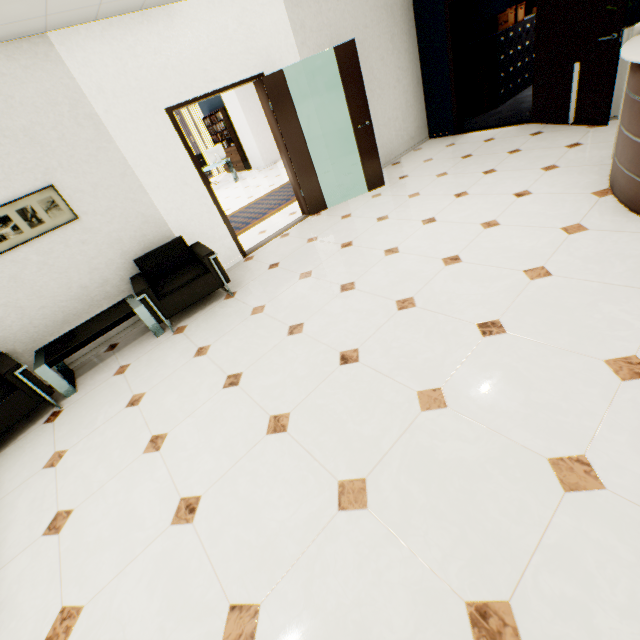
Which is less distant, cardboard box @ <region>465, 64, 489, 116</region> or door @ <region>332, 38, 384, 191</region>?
door @ <region>332, 38, 384, 191</region>

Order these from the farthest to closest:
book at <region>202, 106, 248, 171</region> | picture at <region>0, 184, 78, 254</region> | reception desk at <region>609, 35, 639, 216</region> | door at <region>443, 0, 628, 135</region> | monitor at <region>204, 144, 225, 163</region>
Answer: book at <region>202, 106, 248, 171</region> → monitor at <region>204, 144, 225, 163</region> → door at <region>443, 0, 628, 135</region> → picture at <region>0, 184, 78, 254</region> → reception desk at <region>609, 35, 639, 216</region>

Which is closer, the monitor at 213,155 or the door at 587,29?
the door at 587,29

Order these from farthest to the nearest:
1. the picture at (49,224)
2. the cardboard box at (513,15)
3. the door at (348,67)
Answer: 1. the cardboard box at (513,15)
2. the door at (348,67)
3. the picture at (49,224)

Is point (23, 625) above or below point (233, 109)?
below

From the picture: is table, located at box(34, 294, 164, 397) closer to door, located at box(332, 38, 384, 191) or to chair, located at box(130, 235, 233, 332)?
chair, located at box(130, 235, 233, 332)

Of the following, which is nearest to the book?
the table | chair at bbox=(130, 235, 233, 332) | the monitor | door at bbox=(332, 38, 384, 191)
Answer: the monitor

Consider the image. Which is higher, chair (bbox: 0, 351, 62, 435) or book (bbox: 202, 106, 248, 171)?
book (bbox: 202, 106, 248, 171)
